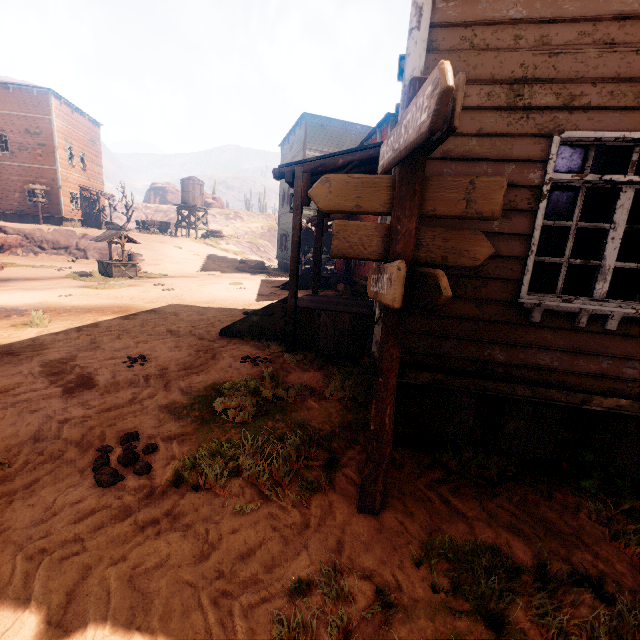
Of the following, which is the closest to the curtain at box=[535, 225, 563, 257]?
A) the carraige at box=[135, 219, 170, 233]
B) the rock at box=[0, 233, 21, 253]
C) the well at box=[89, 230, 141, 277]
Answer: the well at box=[89, 230, 141, 277]

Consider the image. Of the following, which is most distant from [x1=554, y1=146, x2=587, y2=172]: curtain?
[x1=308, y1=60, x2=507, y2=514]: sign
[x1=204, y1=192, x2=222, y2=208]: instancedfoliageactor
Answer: [x1=204, y1=192, x2=222, y2=208]: instancedfoliageactor

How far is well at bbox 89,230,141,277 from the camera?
16.0 meters

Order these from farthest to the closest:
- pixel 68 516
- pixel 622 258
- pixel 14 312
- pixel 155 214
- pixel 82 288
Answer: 1. pixel 155 214
2. pixel 82 288
3. pixel 622 258
4. pixel 14 312
5. pixel 68 516

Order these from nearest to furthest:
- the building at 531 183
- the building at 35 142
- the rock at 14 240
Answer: the building at 531 183
the rock at 14 240
the building at 35 142

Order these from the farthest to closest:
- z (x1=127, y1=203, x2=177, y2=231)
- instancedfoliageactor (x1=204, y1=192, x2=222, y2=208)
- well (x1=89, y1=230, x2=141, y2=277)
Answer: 1. instancedfoliageactor (x1=204, y1=192, x2=222, y2=208)
2. z (x1=127, y1=203, x2=177, y2=231)
3. well (x1=89, y1=230, x2=141, y2=277)

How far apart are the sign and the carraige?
38.5m

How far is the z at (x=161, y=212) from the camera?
50.00m
